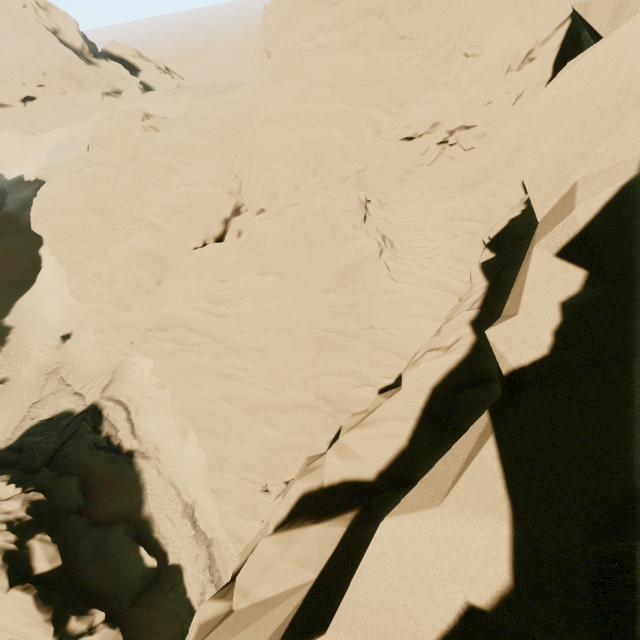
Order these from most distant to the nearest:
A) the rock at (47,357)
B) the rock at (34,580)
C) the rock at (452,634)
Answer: the rock at (47,357)
the rock at (34,580)
the rock at (452,634)

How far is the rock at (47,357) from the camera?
32.1m

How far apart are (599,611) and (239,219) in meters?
25.9 m

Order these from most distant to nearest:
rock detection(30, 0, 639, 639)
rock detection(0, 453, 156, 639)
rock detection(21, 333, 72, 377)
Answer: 1. rock detection(21, 333, 72, 377)
2. rock detection(0, 453, 156, 639)
3. rock detection(30, 0, 639, 639)

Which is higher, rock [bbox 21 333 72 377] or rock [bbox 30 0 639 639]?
rock [bbox 30 0 639 639]

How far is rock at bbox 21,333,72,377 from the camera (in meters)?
32.09

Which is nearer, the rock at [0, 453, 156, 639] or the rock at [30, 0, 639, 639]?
the rock at [30, 0, 639, 639]
